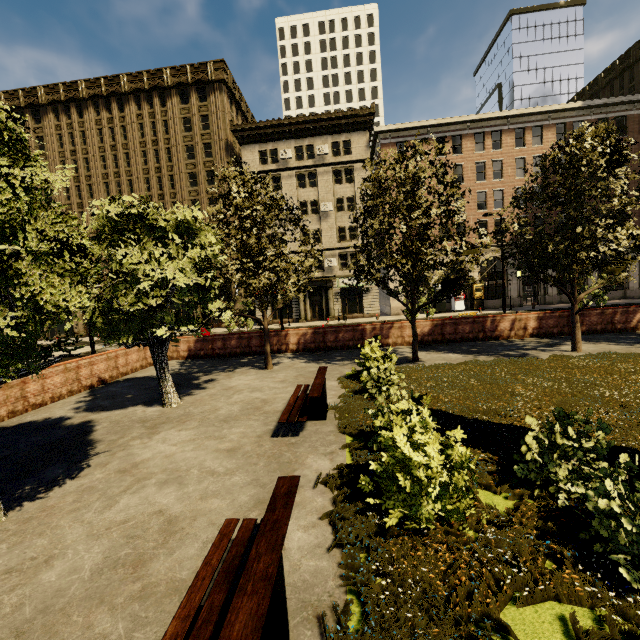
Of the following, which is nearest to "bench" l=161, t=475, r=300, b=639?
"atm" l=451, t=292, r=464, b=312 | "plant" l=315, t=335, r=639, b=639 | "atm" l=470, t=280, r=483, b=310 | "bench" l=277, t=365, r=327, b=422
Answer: "plant" l=315, t=335, r=639, b=639

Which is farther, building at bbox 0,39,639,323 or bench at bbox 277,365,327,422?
building at bbox 0,39,639,323

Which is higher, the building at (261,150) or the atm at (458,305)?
the building at (261,150)

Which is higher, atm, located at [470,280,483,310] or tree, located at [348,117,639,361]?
tree, located at [348,117,639,361]

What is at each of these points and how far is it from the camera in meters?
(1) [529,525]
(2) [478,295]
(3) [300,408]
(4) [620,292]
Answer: (1) plant, 3.6
(2) atm, 33.4
(3) bench, 7.1
(4) building, 33.6

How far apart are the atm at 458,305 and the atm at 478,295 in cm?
90

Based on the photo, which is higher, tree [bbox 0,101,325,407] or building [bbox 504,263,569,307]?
tree [bbox 0,101,325,407]

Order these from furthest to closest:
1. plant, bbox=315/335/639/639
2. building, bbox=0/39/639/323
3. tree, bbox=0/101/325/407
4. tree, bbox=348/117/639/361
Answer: building, bbox=0/39/639/323 < tree, bbox=348/117/639/361 < tree, bbox=0/101/325/407 < plant, bbox=315/335/639/639
